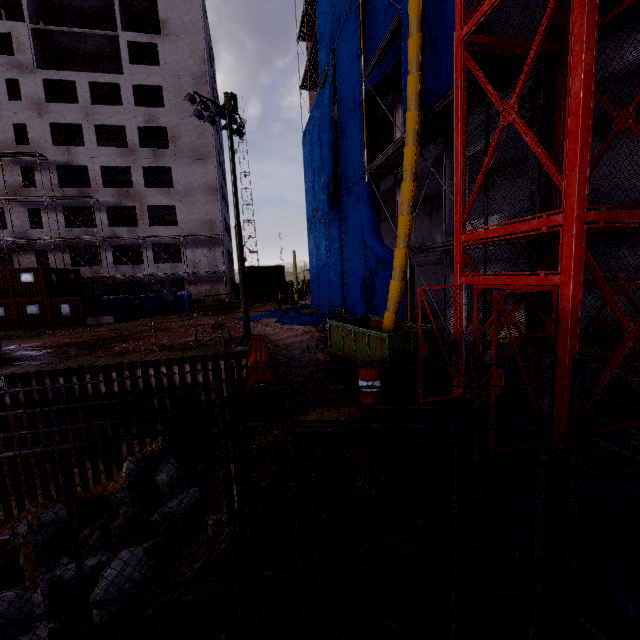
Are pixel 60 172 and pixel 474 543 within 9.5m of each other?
no

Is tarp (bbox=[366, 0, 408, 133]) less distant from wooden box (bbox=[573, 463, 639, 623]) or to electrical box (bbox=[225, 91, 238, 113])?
electrical box (bbox=[225, 91, 238, 113])

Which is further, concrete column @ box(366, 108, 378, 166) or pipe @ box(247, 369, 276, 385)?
concrete column @ box(366, 108, 378, 166)

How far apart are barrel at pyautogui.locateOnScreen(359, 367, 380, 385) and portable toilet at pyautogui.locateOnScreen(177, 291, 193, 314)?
29.2 meters

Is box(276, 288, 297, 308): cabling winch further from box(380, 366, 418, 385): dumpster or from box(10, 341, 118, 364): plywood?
box(380, 366, 418, 385): dumpster

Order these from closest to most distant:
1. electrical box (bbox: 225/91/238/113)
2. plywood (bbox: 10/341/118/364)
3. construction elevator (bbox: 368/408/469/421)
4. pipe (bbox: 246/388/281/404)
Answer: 1. construction elevator (bbox: 368/408/469/421)
2. pipe (bbox: 246/388/281/404)
3. electrical box (bbox: 225/91/238/113)
4. plywood (bbox: 10/341/118/364)

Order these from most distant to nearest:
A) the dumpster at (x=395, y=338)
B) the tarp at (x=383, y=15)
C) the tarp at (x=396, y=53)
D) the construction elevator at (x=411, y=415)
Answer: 1. the tarp at (x=383, y=15)
2. the tarp at (x=396, y=53)
3. the dumpster at (x=395, y=338)
4. the construction elevator at (x=411, y=415)

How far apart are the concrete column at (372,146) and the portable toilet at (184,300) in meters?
21.8 m
